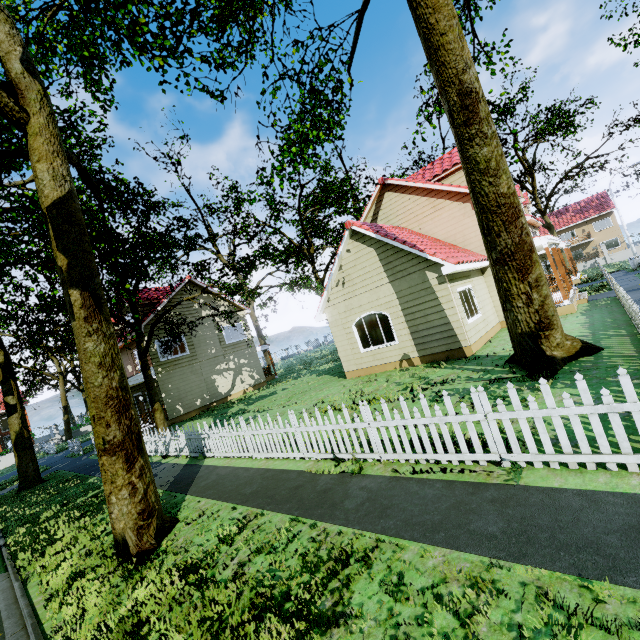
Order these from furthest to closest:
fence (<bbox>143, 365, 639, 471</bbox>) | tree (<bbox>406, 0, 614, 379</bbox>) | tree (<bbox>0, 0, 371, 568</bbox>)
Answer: tree (<bbox>406, 0, 614, 379</bbox>), tree (<bbox>0, 0, 371, 568</bbox>), fence (<bbox>143, 365, 639, 471</bbox>)

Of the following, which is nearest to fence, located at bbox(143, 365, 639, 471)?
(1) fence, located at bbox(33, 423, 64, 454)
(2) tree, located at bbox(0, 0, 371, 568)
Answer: (2) tree, located at bbox(0, 0, 371, 568)

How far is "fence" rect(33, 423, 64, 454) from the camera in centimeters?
2871cm

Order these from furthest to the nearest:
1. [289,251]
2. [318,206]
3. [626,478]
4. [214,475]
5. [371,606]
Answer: [289,251] < [318,206] < [214,475] < [626,478] < [371,606]

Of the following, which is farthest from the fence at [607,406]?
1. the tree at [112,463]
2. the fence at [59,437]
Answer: the fence at [59,437]

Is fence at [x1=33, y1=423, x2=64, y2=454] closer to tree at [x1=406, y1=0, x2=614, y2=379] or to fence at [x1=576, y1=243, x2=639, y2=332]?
tree at [x1=406, y1=0, x2=614, y2=379]

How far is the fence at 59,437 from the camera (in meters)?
28.71

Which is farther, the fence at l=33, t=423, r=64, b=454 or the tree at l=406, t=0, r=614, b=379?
the fence at l=33, t=423, r=64, b=454
